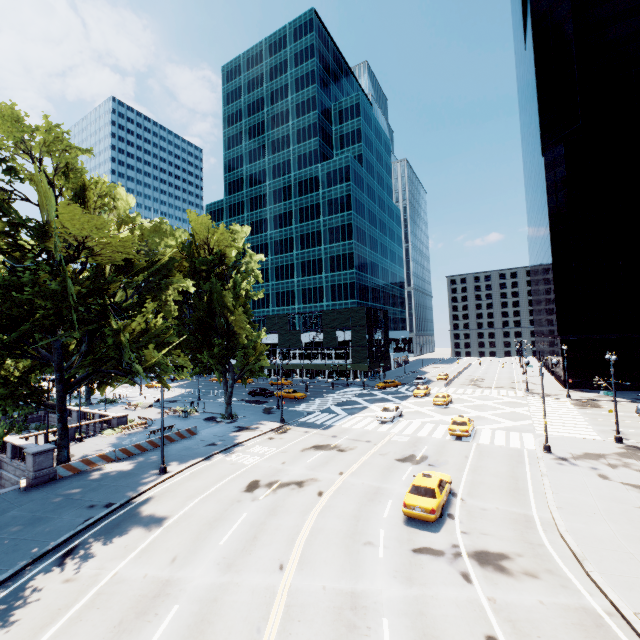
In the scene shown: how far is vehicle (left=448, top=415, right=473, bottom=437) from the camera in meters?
28.9 m

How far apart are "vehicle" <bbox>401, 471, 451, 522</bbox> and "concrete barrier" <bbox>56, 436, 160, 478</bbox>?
23.1m

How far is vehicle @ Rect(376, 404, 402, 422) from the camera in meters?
35.2

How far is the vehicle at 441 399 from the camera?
42.0 meters

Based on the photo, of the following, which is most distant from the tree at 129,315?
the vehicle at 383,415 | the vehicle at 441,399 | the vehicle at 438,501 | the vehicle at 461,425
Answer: the vehicle at 441,399

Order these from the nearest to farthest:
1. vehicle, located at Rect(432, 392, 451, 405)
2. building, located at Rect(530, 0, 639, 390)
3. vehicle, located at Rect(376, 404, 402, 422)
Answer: vehicle, located at Rect(376, 404, 402, 422)
vehicle, located at Rect(432, 392, 451, 405)
building, located at Rect(530, 0, 639, 390)

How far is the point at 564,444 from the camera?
26.77m

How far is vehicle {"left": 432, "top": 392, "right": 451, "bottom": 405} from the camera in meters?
42.0
